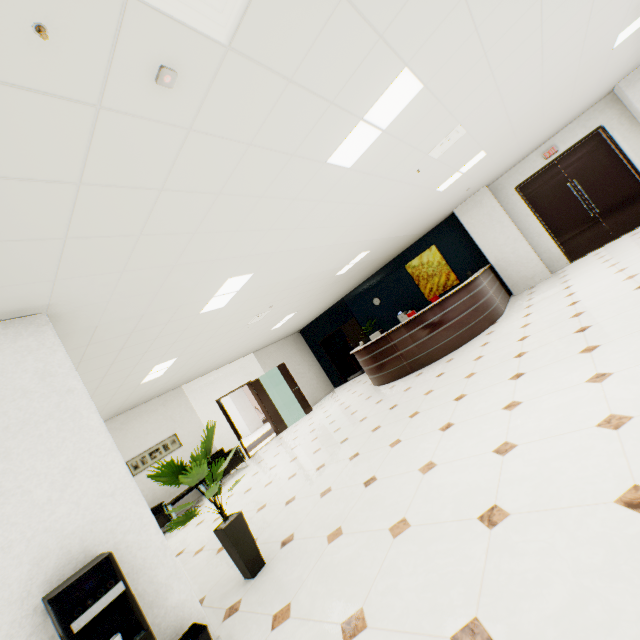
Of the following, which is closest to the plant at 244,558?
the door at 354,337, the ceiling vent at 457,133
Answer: the ceiling vent at 457,133

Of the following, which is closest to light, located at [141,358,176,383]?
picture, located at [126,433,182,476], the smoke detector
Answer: picture, located at [126,433,182,476]

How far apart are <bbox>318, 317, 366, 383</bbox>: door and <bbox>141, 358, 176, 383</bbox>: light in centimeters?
675cm

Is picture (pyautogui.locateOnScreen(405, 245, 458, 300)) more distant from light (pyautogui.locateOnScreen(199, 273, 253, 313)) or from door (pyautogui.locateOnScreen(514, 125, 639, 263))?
light (pyautogui.locateOnScreen(199, 273, 253, 313))

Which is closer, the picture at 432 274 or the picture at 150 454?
the picture at 150 454

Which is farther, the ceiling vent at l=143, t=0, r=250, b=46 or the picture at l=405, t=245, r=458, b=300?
the picture at l=405, t=245, r=458, b=300

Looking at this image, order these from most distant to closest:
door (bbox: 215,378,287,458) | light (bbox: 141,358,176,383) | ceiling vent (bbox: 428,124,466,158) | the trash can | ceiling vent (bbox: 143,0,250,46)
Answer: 1. door (bbox: 215,378,287,458)
2. light (bbox: 141,358,176,383)
3. ceiling vent (bbox: 428,124,466,158)
4. the trash can
5. ceiling vent (bbox: 143,0,250,46)

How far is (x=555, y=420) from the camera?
2.56m
